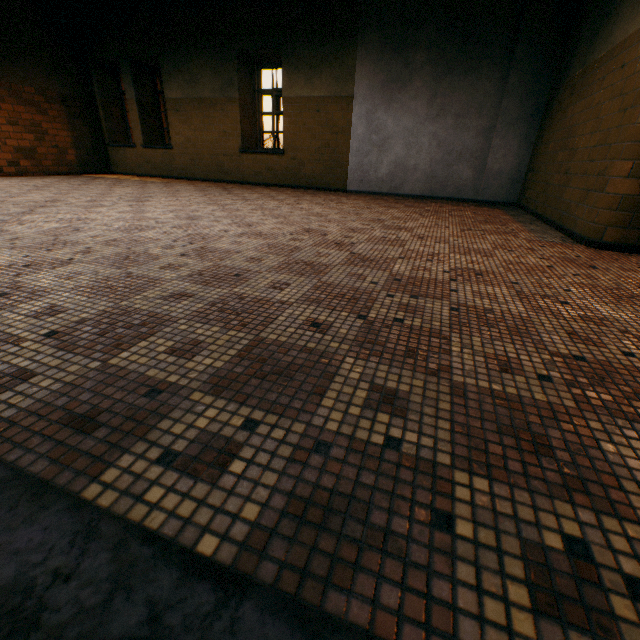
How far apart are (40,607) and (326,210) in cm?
502
